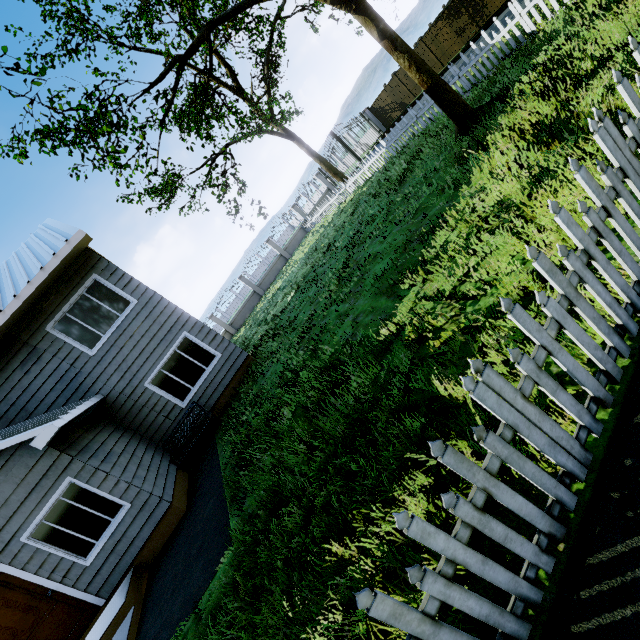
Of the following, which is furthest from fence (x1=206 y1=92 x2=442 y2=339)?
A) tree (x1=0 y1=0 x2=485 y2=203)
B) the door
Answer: the door

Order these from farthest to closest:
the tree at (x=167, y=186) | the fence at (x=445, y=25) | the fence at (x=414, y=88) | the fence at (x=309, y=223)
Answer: the fence at (x=414, y=88) → the fence at (x=445, y=25) → the fence at (x=309, y=223) → the tree at (x=167, y=186)

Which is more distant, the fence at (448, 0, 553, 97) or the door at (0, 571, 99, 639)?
the fence at (448, 0, 553, 97)

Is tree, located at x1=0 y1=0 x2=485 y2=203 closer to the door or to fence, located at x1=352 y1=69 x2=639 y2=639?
fence, located at x1=352 y1=69 x2=639 y2=639

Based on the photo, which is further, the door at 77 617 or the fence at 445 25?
the fence at 445 25

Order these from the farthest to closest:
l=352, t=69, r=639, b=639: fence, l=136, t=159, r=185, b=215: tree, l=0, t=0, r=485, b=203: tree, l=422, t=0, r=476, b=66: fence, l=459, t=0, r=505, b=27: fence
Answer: l=422, t=0, r=476, b=66: fence → l=459, t=0, r=505, b=27: fence → l=136, t=159, r=185, b=215: tree → l=0, t=0, r=485, b=203: tree → l=352, t=69, r=639, b=639: fence

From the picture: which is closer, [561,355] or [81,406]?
[561,355]

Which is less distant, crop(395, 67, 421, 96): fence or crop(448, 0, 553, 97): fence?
crop(448, 0, 553, 97): fence
